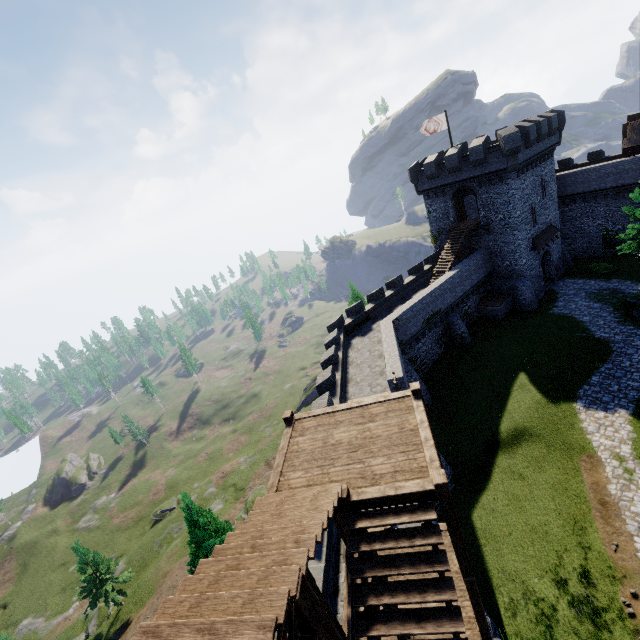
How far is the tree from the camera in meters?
34.2

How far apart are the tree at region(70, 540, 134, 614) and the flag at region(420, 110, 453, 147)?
56.6m

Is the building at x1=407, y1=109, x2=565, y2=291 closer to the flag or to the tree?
the flag

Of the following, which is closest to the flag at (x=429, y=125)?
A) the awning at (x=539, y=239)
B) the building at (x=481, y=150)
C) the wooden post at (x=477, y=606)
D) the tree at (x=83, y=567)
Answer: the building at (x=481, y=150)

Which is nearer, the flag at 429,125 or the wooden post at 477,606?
the wooden post at 477,606

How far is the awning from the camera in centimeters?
3291cm

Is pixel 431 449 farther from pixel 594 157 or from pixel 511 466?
pixel 594 157

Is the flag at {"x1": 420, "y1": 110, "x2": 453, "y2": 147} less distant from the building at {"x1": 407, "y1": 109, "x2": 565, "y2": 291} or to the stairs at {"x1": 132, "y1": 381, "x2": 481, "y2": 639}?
the building at {"x1": 407, "y1": 109, "x2": 565, "y2": 291}
